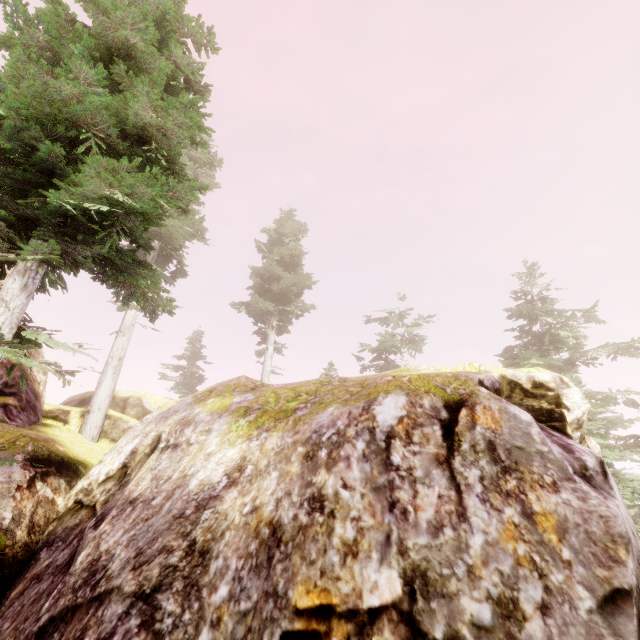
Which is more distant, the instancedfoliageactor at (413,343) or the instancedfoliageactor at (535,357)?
the instancedfoliageactor at (413,343)

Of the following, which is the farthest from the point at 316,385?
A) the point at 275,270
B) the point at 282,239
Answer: the point at 282,239

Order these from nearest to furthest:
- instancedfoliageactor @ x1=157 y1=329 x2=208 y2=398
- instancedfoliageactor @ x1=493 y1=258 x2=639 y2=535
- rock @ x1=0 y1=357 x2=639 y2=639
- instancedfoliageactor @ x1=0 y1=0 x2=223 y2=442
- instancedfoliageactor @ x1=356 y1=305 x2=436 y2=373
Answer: rock @ x1=0 y1=357 x2=639 y2=639 → instancedfoliageactor @ x1=0 y1=0 x2=223 y2=442 → instancedfoliageactor @ x1=493 y1=258 x2=639 y2=535 → instancedfoliageactor @ x1=356 y1=305 x2=436 y2=373 → instancedfoliageactor @ x1=157 y1=329 x2=208 y2=398

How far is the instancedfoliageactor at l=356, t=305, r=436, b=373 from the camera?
26.1 meters

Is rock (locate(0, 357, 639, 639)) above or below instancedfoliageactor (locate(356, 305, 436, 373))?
below

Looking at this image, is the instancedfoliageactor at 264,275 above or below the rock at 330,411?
above
